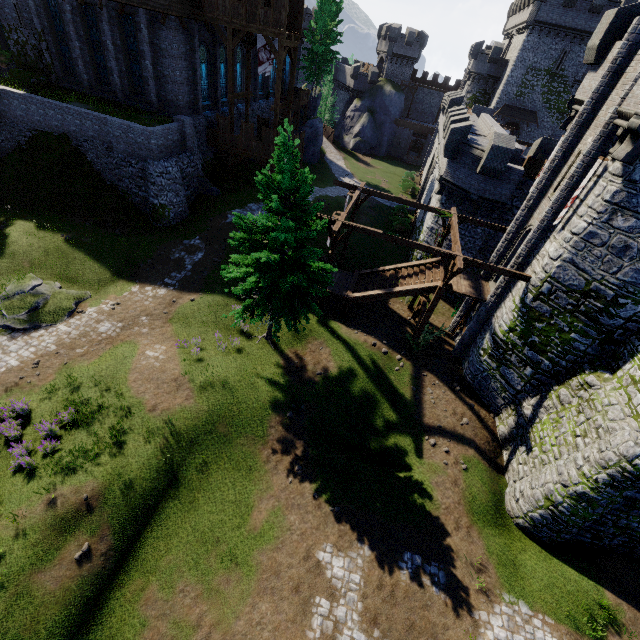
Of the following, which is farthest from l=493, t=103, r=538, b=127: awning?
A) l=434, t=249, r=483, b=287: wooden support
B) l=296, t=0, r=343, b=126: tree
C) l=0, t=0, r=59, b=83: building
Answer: l=434, t=249, r=483, b=287: wooden support

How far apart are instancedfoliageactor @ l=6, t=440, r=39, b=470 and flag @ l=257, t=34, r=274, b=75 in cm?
2877

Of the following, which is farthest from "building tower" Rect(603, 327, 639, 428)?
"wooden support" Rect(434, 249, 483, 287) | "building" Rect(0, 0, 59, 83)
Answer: "building" Rect(0, 0, 59, 83)

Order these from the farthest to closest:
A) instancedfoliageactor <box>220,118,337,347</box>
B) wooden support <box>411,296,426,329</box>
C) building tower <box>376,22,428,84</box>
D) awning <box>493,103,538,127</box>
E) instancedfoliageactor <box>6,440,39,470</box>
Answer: building tower <box>376,22,428,84</box> < awning <box>493,103,538,127</box> < wooden support <box>411,296,426,329</box> < instancedfoliageactor <box>220,118,337,347</box> < instancedfoliageactor <box>6,440,39,470</box>

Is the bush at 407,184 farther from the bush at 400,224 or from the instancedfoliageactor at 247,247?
the instancedfoliageactor at 247,247

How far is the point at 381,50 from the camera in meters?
55.1

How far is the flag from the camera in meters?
24.0 m

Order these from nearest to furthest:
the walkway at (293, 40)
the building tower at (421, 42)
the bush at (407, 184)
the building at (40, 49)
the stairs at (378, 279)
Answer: the stairs at (378, 279), the walkway at (293, 40), the building at (40, 49), the bush at (407, 184), the building tower at (421, 42)
